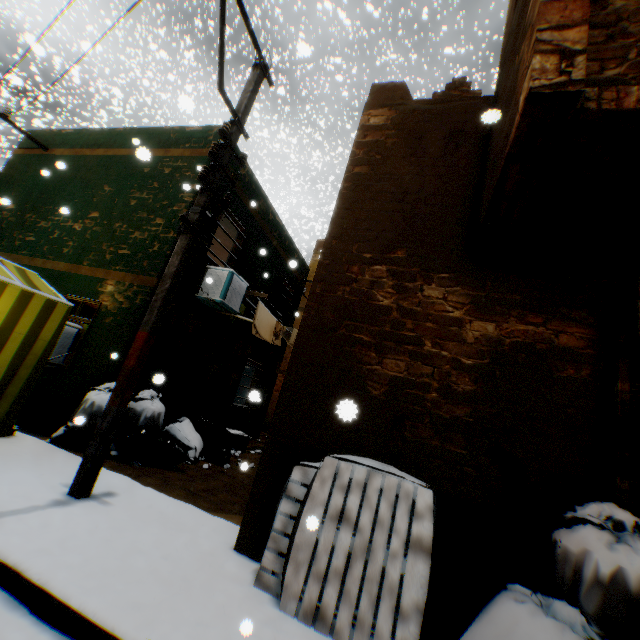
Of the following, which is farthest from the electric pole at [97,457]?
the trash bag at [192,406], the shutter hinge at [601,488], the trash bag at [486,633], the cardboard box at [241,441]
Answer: the cardboard box at [241,441]

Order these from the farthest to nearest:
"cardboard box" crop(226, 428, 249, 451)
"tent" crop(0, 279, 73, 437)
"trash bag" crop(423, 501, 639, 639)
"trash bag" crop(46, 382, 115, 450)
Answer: "cardboard box" crop(226, 428, 249, 451)
"trash bag" crop(46, 382, 115, 450)
"tent" crop(0, 279, 73, 437)
"trash bag" crop(423, 501, 639, 639)

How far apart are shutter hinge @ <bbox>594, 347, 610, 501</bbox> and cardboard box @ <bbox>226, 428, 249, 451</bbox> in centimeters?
745cm

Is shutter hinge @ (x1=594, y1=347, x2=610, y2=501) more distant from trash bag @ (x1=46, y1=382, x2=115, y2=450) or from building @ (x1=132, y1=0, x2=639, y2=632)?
trash bag @ (x1=46, y1=382, x2=115, y2=450)

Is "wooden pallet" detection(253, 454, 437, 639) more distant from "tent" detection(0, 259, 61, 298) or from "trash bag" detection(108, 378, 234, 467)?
"tent" detection(0, 259, 61, 298)

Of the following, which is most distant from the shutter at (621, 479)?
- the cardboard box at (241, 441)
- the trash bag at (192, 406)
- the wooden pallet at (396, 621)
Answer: the cardboard box at (241, 441)

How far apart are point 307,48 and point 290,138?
32.9 meters

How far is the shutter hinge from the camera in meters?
2.7 m
